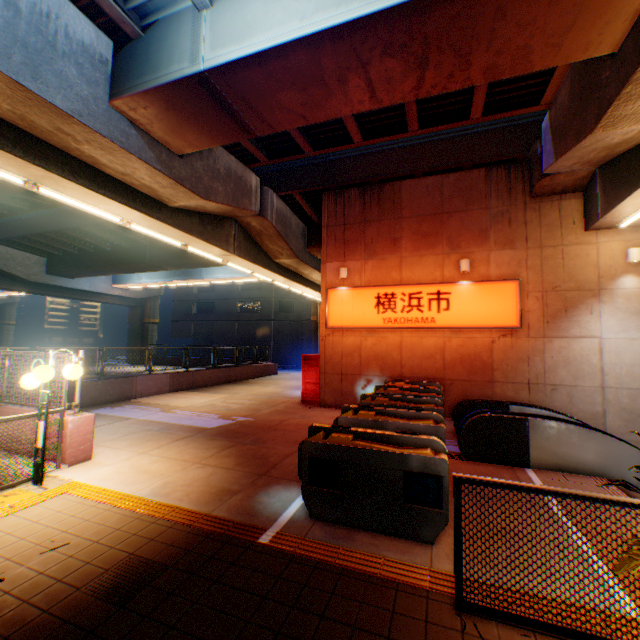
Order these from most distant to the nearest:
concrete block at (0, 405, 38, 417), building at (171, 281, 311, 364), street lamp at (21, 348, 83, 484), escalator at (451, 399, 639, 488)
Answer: building at (171, 281, 311, 364), concrete block at (0, 405, 38, 417), escalator at (451, 399, 639, 488), street lamp at (21, 348, 83, 484)

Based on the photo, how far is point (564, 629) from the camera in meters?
2.7

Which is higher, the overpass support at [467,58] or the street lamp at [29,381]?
the overpass support at [467,58]

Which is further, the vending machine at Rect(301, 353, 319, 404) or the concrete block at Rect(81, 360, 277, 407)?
the vending machine at Rect(301, 353, 319, 404)

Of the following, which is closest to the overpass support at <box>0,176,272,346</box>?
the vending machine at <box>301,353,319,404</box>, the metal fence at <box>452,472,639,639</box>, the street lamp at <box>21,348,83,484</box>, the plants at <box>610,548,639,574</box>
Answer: the metal fence at <box>452,472,639,639</box>

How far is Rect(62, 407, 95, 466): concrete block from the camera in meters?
6.2

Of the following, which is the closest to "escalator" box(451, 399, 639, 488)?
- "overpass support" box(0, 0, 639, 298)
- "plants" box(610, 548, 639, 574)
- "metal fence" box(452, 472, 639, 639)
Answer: "metal fence" box(452, 472, 639, 639)

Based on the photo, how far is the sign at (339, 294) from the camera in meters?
10.7
